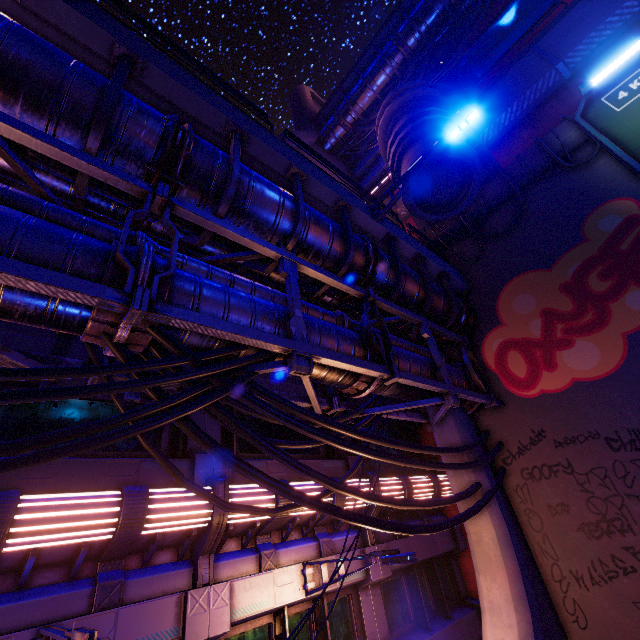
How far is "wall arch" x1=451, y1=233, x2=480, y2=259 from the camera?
12.6 meters

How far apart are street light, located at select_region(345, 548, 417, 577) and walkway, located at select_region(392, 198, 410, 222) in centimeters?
1653cm

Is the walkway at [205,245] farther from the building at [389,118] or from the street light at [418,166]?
the building at [389,118]

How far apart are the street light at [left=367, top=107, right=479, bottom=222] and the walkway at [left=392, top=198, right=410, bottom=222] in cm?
1019

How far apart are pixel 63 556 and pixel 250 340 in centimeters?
495cm

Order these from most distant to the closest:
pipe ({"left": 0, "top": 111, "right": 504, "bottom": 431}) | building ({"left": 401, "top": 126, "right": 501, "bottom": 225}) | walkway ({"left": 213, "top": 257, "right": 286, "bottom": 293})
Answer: building ({"left": 401, "top": 126, "right": 501, "bottom": 225})
walkway ({"left": 213, "top": 257, "right": 286, "bottom": 293})
pipe ({"left": 0, "top": 111, "right": 504, "bottom": 431})

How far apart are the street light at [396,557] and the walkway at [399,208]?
16.5 meters
